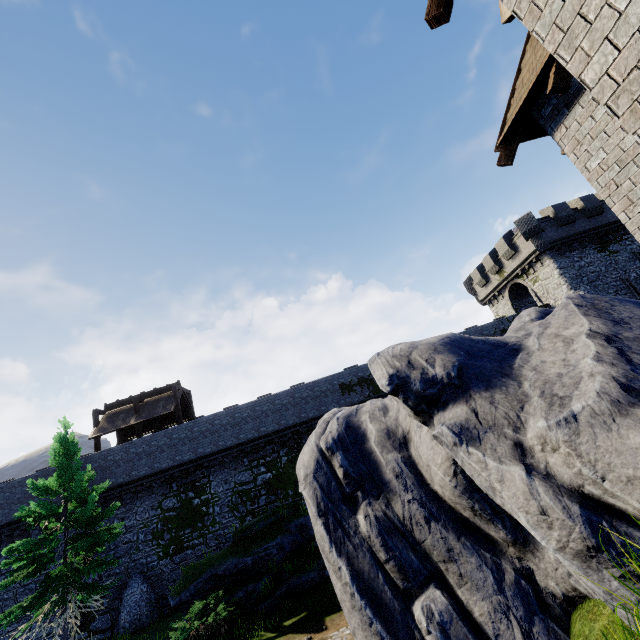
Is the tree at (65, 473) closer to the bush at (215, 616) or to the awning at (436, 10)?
the bush at (215, 616)

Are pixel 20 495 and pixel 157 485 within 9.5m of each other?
yes

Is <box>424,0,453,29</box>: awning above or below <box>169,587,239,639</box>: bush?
above

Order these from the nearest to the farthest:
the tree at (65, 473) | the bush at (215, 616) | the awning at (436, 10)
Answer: the awning at (436, 10), the bush at (215, 616), the tree at (65, 473)

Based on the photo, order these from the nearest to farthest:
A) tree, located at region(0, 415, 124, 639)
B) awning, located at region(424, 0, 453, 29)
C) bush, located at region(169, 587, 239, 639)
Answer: awning, located at region(424, 0, 453, 29), bush, located at region(169, 587, 239, 639), tree, located at region(0, 415, 124, 639)

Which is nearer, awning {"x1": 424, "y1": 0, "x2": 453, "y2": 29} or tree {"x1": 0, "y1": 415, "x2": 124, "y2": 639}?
awning {"x1": 424, "y1": 0, "x2": 453, "y2": 29}

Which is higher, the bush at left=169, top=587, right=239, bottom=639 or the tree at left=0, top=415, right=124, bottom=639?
the tree at left=0, top=415, right=124, bottom=639

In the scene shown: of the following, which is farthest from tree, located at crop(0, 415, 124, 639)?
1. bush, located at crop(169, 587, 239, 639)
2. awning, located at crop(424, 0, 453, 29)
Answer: awning, located at crop(424, 0, 453, 29)
